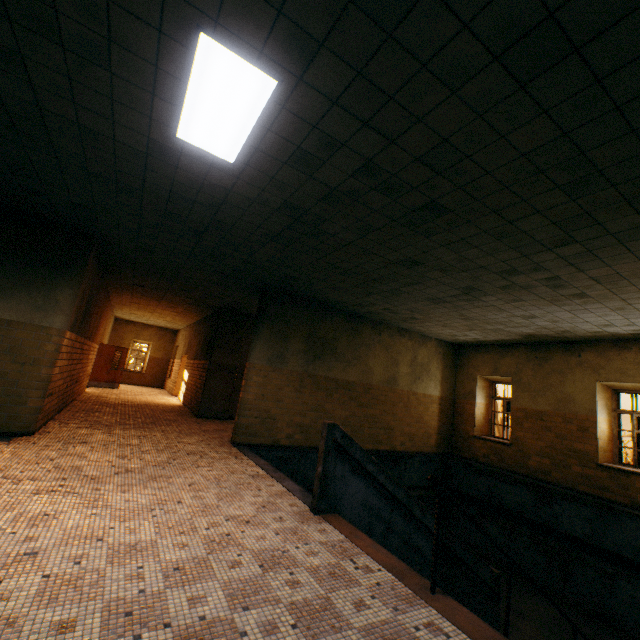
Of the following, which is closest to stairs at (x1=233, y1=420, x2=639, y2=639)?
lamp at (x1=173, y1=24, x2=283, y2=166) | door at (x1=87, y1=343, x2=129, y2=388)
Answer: lamp at (x1=173, y1=24, x2=283, y2=166)

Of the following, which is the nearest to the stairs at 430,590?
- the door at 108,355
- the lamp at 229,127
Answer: the lamp at 229,127

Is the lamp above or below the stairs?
above

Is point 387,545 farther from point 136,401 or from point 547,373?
point 136,401

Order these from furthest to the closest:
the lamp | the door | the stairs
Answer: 1. the door
2. the stairs
3. the lamp

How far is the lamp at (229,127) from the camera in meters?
2.5 m

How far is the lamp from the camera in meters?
2.5
